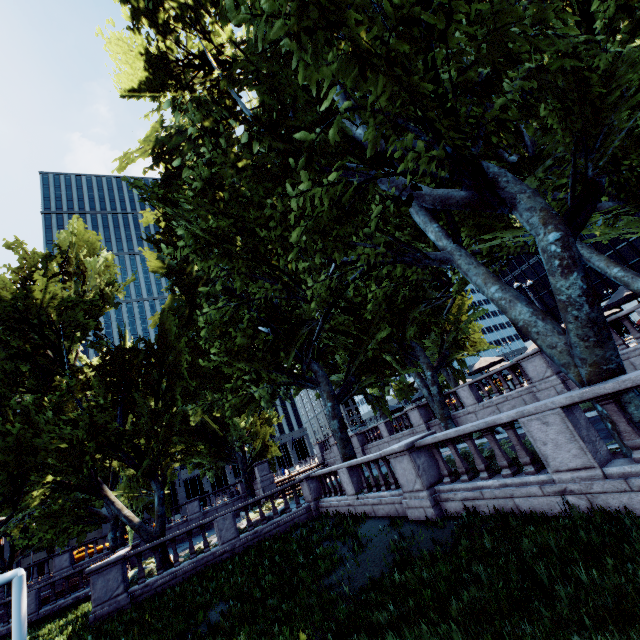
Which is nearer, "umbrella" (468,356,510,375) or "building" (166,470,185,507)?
"umbrella" (468,356,510,375)

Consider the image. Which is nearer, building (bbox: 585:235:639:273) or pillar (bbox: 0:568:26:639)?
pillar (bbox: 0:568:26:639)

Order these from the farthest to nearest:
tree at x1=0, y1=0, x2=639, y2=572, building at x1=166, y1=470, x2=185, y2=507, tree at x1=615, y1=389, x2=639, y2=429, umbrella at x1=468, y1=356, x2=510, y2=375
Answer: building at x1=166, y1=470, x2=185, y2=507 → umbrella at x1=468, y1=356, x2=510, y2=375 → tree at x1=615, y1=389, x2=639, y2=429 → tree at x1=0, y1=0, x2=639, y2=572

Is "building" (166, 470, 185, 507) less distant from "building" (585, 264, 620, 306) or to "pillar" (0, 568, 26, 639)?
"pillar" (0, 568, 26, 639)

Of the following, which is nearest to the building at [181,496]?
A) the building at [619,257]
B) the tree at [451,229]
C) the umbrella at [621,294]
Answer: the tree at [451,229]

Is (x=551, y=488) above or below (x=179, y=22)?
below

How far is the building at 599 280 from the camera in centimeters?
5436cm

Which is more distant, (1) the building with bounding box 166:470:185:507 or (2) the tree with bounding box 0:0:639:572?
(1) the building with bounding box 166:470:185:507
